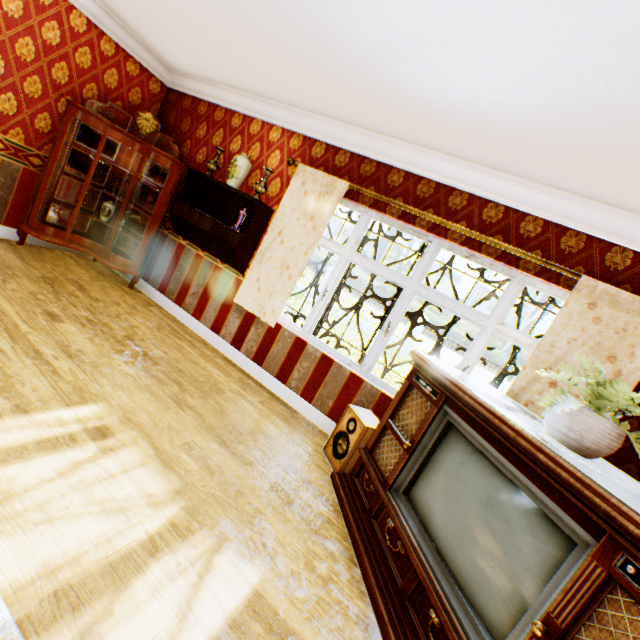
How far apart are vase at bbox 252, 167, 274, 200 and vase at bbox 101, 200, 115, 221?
2.4m

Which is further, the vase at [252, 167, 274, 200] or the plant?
the vase at [252, 167, 274, 200]

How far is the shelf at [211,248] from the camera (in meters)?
3.99

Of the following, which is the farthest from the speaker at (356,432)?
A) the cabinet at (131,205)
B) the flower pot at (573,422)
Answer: the cabinet at (131,205)

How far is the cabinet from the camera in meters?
4.2 m

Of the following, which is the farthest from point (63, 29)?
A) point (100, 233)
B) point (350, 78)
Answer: point (350, 78)

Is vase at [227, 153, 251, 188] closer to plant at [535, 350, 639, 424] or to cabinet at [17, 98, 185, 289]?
cabinet at [17, 98, 185, 289]

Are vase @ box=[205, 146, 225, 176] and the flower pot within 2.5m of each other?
no
